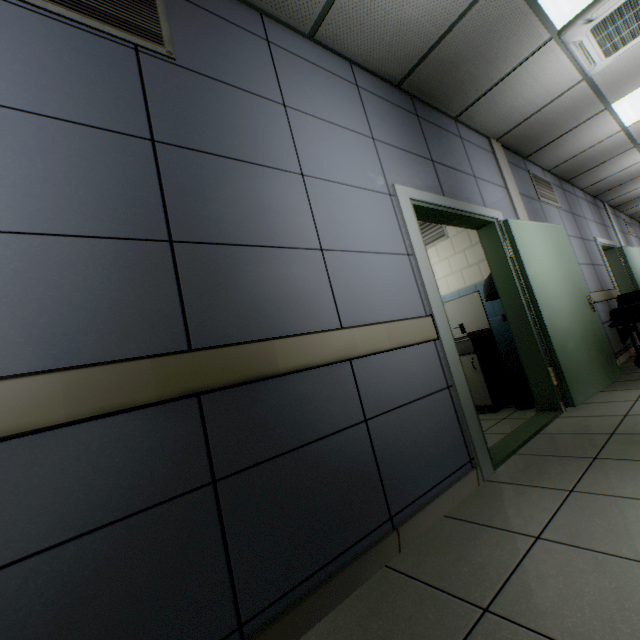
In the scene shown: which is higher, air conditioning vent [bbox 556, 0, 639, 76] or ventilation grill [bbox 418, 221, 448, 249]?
air conditioning vent [bbox 556, 0, 639, 76]

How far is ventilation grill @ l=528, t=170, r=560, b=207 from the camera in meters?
4.8

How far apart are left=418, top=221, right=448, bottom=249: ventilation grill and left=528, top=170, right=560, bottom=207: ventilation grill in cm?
151

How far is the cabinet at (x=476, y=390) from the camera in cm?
378

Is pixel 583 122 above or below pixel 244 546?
above

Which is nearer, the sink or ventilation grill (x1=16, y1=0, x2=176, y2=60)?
ventilation grill (x1=16, y1=0, x2=176, y2=60)

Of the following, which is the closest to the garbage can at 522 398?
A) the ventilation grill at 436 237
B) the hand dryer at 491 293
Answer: the hand dryer at 491 293

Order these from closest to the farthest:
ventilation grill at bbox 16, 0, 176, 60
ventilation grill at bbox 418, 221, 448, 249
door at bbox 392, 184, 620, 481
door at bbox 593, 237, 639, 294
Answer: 1. ventilation grill at bbox 16, 0, 176, 60
2. door at bbox 392, 184, 620, 481
3. ventilation grill at bbox 418, 221, 448, 249
4. door at bbox 593, 237, 639, 294
